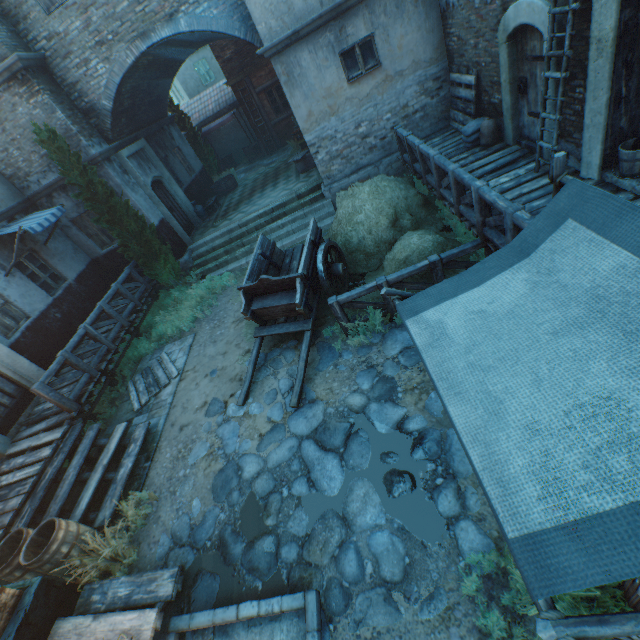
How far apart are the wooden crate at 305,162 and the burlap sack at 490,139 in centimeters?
617cm

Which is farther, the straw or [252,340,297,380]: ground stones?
the straw

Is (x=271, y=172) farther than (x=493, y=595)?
→ Yes

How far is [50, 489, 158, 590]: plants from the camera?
4.92m

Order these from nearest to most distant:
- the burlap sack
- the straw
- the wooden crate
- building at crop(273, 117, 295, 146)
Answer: the burlap sack
the straw
the wooden crate
building at crop(273, 117, 295, 146)

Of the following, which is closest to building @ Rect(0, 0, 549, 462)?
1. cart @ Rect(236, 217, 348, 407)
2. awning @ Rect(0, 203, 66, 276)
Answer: awning @ Rect(0, 203, 66, 276)

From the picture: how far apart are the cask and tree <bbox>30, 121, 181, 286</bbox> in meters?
5.8 m

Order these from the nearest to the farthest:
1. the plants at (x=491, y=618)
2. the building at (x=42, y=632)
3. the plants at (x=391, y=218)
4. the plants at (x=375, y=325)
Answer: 1. the plants at (x=491, y=618)
2. the building at (x=42, y=632)
3. the plants at (x=375, y=325)
4. the plants at (x=391, y=218)
